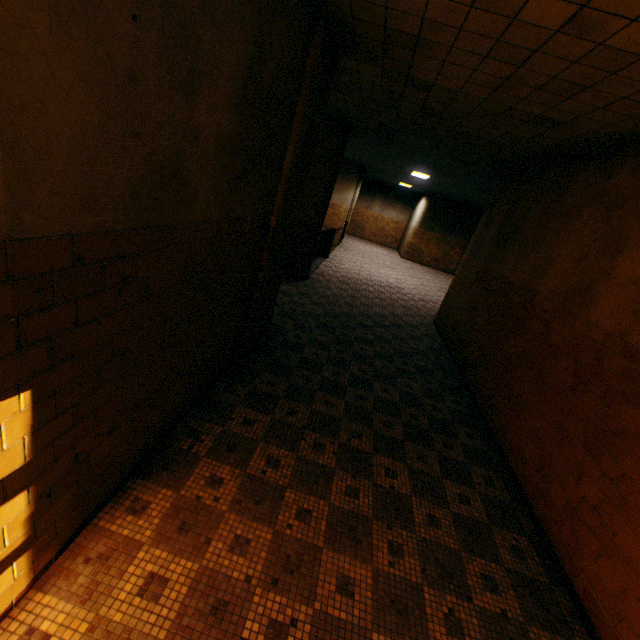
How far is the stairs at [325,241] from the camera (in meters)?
11.18

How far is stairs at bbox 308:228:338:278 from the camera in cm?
1118

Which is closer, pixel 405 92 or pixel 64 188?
pixel 64 188
